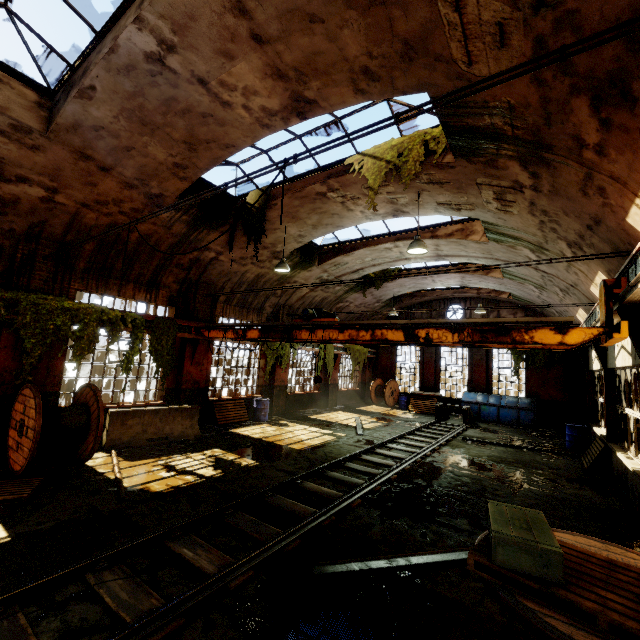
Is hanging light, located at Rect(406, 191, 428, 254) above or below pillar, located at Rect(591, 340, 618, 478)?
above

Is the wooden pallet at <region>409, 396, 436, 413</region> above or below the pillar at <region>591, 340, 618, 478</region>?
below

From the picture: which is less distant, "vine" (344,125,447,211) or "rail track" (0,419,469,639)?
"rail track" (0,419,469,639)

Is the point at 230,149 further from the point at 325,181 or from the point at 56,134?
the point at 56,134

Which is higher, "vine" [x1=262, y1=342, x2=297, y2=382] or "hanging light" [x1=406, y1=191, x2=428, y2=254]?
"hanging light" [x1=406, y1=191, x2=428, y2=254]

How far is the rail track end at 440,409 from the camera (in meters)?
16.33

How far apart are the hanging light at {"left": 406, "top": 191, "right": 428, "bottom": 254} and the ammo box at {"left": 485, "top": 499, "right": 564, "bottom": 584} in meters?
6.2 m

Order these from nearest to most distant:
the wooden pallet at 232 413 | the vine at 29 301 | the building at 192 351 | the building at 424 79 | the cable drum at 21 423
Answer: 1. the building at 424 79
2. the cable drum at 21 423
3. the vine at 29 301
4. the building at 192 351
5. the wooden pallet at 232 413
